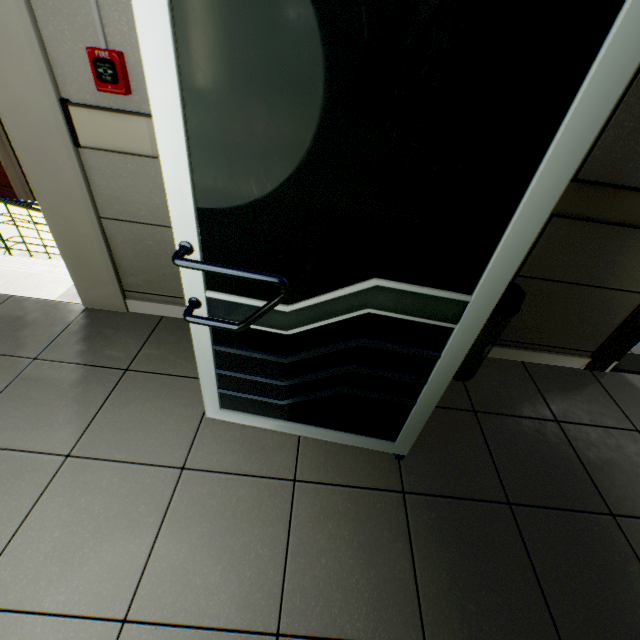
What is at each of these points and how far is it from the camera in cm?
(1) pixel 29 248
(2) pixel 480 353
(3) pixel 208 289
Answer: (1) stairs, 559
(2) garbage can, 188
(3) doorway, 113

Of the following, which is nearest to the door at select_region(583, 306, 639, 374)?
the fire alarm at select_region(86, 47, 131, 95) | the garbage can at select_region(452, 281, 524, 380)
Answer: the garbage can at select_region(452, 281, 524, 380)

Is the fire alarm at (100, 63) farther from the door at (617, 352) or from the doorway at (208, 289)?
the door at (617, 352)

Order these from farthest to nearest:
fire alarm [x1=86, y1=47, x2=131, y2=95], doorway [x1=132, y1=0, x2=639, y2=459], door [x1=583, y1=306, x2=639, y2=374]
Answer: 1. door [x1=583, y1=306, x2=639, y2=374]
2. fire alarm [x1=86, y1=47, x2=131, y2=95]
3. doorway [x1=132, y1=0, x2=639, y2=459]

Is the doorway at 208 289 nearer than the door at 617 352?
Yes

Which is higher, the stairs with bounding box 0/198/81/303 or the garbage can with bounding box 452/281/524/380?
the garbage can with bounding box 452/281/524/380

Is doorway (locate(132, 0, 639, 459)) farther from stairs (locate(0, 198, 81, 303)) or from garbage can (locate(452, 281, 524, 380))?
stairs (locate(0, 198, 81, 303))

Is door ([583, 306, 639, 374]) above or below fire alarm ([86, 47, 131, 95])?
below
